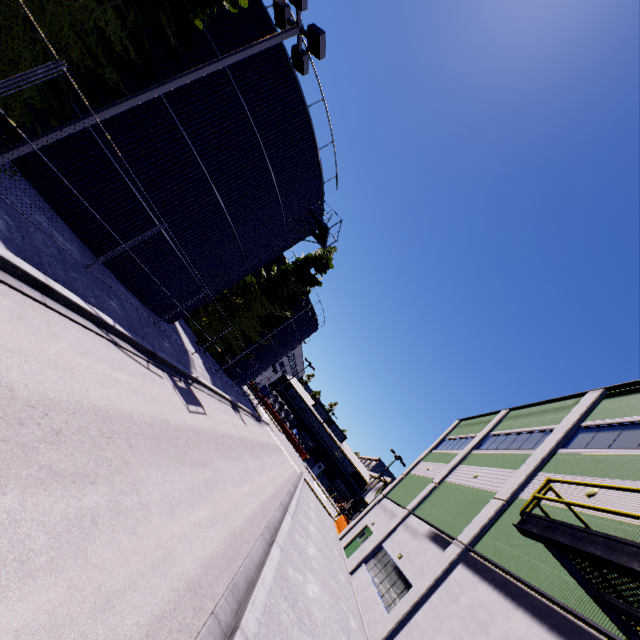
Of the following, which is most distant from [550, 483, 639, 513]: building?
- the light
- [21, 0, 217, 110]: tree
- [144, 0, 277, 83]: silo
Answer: the light

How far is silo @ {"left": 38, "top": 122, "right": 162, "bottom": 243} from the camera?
12.3 meters

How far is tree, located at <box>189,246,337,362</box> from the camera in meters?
28.1 m

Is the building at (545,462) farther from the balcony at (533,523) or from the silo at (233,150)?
the silo at (233,150)

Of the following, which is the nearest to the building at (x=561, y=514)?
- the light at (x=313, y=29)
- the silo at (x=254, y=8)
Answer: the silo at (x=254, y=8)

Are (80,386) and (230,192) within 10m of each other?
no

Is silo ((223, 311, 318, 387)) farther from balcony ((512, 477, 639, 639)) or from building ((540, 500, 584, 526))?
balcony ((512, 477, 639, 639))
